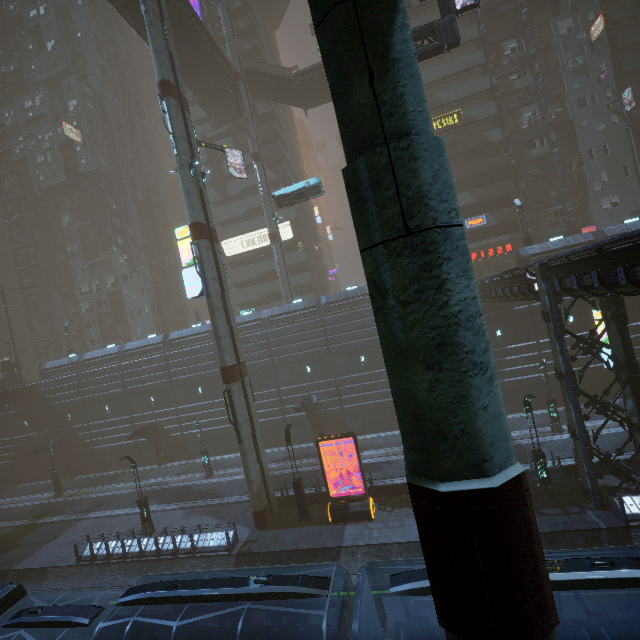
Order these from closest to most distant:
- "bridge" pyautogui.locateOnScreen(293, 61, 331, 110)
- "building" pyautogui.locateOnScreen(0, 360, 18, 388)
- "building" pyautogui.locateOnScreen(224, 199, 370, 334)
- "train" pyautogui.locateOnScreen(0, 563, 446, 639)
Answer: "train" pyautogui.locateOnScreen(0, 563, 446, 639) < "building" pyautogui.locateOnScreen(224, 199, 370, 334) < "bridge" pyautogui.locateOnScreen(293, 61, 331, 110) < "building" pyautogui.locateOnScreen(0, 360, 18, 388)

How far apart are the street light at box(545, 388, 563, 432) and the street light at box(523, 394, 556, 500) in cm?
765

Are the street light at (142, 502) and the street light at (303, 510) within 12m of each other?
yes

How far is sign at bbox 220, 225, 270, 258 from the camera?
43.75m

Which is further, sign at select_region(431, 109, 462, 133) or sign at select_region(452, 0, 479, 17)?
sign at select_region(431, 109, 462, 133)

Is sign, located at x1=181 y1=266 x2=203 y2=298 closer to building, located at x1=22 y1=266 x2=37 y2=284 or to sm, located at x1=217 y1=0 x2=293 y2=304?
building, located at x1=22 y1=266 x2=37 y2=284

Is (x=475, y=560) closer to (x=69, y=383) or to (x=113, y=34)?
(x=69, y=383)

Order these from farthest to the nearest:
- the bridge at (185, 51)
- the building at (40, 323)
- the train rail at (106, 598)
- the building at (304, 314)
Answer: the building at (40, 323) → the building at (304, 314) → the bridge at (185, 51) → the train rail at (106, 598)
